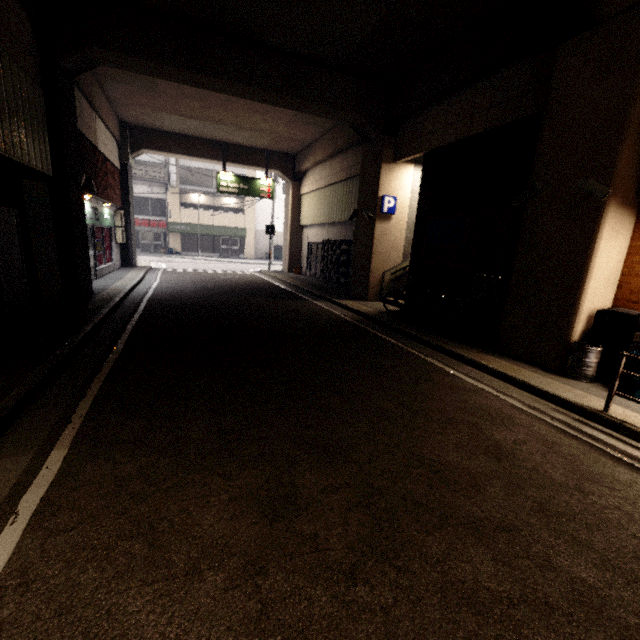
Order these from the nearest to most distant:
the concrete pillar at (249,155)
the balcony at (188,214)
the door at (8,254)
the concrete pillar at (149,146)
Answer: the door at (8,254) → the concrete pillar at (149,146) → the concrete pillar at (249,155) → the balcony at (188,214)

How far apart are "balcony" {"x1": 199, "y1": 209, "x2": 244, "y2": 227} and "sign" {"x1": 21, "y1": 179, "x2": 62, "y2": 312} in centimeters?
2448cm

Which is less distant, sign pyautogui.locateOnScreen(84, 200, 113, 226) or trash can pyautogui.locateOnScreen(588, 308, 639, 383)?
trash can pyautogui.locateOnScreen(588, 308, 639, 383)

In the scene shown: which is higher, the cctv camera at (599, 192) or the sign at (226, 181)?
the sign at (226, 181)

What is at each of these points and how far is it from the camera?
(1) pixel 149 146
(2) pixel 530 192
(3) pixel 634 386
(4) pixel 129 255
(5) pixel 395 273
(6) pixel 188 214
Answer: (1) concrete pillar, 16.48m
(2) cctv camera, 5.77m
(3) crate, 4.65m
(4) concrete pillar, 17.11m
(5) stairs, 11.65m
(6) balcony, 30.11m

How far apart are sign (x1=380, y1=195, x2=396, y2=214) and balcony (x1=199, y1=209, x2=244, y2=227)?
24.0m

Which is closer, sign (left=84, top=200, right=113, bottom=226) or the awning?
sign (left=84, top=200, right=113, bottom=226)

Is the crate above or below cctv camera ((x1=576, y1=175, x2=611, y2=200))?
below
